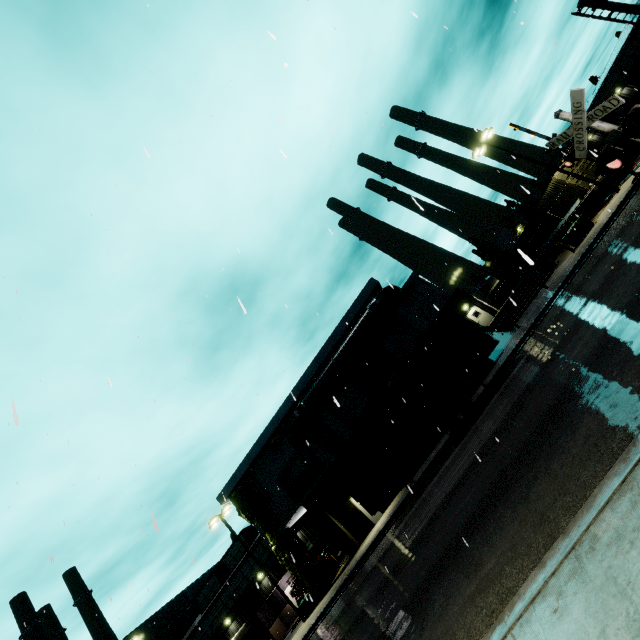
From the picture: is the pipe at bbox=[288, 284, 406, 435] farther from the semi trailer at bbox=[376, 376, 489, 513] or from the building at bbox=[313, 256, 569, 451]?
the semi trailer at bbox=[376, 376, 489, 513]

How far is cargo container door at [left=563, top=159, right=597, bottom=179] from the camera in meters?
24.0

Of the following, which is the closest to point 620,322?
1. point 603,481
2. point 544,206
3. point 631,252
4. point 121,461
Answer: point 631,252

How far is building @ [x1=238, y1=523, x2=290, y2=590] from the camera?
33.1m

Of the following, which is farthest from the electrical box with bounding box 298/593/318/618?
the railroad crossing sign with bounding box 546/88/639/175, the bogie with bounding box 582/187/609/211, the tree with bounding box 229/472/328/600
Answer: the bogie with bounding box 582/187/609/211

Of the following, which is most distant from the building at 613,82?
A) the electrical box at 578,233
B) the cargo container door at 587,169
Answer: the cargo container door at 587,169

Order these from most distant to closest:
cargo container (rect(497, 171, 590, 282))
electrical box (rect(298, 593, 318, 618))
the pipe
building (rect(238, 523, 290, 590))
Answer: building (rect(238, 523, 290, 590))
cargo container (rect(497, 171, 590, 282))
the pipe
electrical box (rect(298, 593, 318, 618))

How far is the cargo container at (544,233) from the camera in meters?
25.0 m
